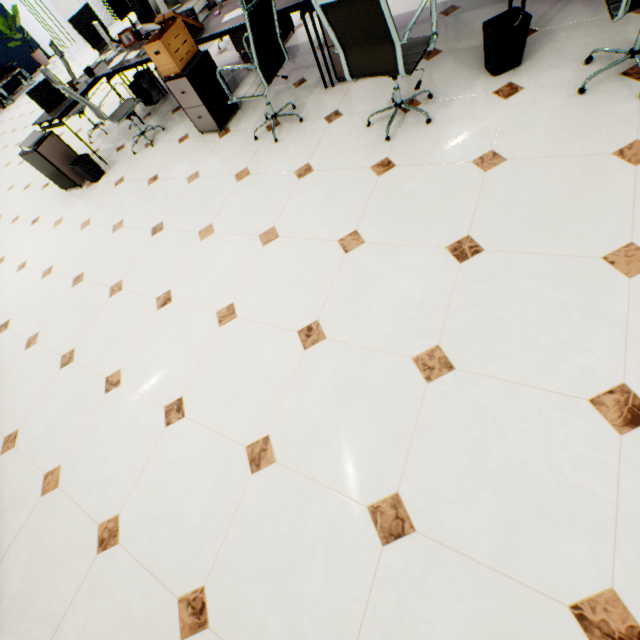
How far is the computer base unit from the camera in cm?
509

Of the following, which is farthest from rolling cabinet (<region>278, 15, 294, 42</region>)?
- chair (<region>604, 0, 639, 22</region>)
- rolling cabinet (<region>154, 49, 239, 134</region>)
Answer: chair (<region>604, 0, 639, 22</region>)

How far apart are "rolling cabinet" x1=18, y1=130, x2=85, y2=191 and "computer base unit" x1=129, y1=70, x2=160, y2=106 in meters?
1.5 m

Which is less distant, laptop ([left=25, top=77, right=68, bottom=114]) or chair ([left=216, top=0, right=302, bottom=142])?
chair ([left=216, top=0, right=302, bottom=142])

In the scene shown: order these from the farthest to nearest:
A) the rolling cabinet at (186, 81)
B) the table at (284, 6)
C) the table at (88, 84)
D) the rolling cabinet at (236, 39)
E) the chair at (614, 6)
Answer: the rolling cabinet at (236, 39), the table at (88, 84), the rolling cabinet at (186, 81), the table at (284, 6), the chair at (614, 6)

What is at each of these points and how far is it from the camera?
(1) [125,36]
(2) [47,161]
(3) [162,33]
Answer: (1) picture frame, 4.53m
(2) rolling cabinet, 4.34m
(3) cardboard box, 3.39m

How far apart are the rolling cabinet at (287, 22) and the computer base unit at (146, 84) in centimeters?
196cm

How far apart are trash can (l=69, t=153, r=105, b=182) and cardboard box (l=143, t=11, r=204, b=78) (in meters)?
1.83
